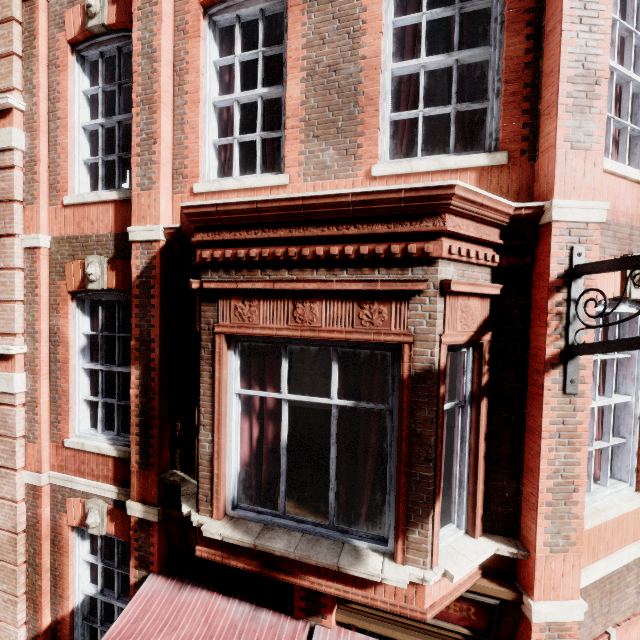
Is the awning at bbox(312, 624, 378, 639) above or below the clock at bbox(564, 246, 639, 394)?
below

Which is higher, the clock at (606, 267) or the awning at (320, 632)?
the clock at (606, 267)

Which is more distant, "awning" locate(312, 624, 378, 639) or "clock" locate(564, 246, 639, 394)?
"awning" locate(312, 624, 378, 639)

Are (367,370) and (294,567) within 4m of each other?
yes

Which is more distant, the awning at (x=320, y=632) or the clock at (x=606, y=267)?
the awning at (x=320, y=632)
